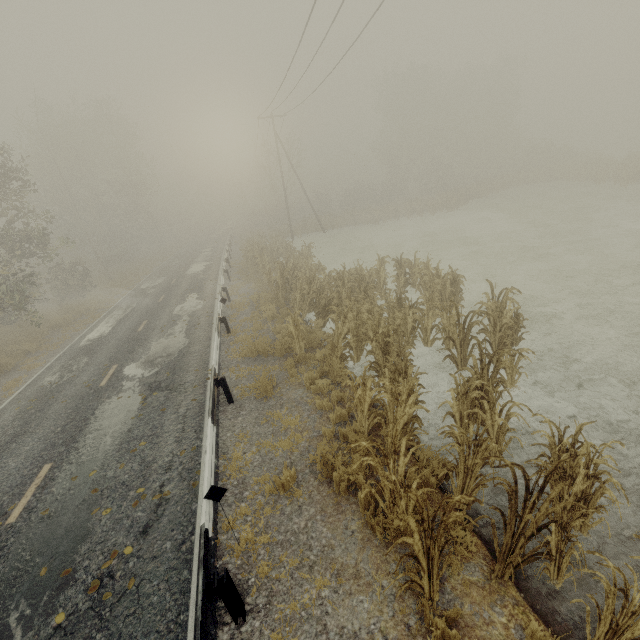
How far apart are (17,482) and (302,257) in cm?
1639

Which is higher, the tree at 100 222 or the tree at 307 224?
the tree at 100 222

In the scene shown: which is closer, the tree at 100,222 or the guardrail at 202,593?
the guardrail at 202,593

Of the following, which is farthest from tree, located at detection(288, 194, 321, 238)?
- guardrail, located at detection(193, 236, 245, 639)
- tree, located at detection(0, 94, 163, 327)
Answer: tree, located at detection(0, 94, 163, 327)

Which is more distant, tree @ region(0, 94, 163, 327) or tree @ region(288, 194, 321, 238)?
tree @ region(288, 194, 321, 238)

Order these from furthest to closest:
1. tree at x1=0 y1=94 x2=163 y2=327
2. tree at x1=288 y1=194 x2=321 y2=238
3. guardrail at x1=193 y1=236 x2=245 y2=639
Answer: tree at x1=288 y1=194 x2=321 y2=238 → tree at x1=0 y1=94 x2=163 y2=327 → guardrail at x1=193 y1=236 x2=245 y2=639

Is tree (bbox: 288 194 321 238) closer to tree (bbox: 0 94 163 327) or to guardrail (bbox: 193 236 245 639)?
guardrail (bbox: 193 236 245 639)
